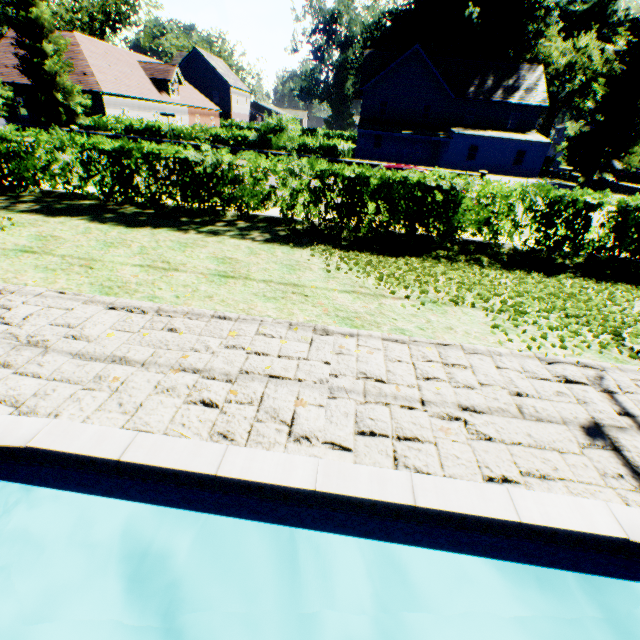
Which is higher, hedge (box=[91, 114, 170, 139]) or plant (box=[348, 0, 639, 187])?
plant (box=[348, 0, 639, 187])

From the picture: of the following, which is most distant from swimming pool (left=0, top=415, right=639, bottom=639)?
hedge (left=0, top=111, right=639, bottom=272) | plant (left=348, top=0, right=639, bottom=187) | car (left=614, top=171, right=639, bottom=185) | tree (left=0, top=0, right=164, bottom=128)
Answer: car (left=614, top=171, right=639, bottom=185)

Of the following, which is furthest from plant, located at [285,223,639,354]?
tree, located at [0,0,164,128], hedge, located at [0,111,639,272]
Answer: hedge, located at [0,111,639,272]

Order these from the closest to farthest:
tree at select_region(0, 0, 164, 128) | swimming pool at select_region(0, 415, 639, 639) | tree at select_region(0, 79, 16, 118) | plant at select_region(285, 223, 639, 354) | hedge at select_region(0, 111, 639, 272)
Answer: swimming pool at select_region(0, 415, 639, 639) < plant at select_region(285, 223, 639, 354) < hedge at select_region(0, 111, 639, 272) < tree at select_region(0, 0, 164, 128) < tree at select_region(0, 79, 16, 118)

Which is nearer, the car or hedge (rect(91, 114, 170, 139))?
hedge (rect(91, 114, 170, 139))

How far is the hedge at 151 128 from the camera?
23.56m

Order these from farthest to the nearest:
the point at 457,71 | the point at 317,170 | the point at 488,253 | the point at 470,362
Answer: the point at 457,71, the point at 488,253, the point at 317,170, the point at 470,362

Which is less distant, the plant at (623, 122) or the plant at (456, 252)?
the plant at (456, 252)
